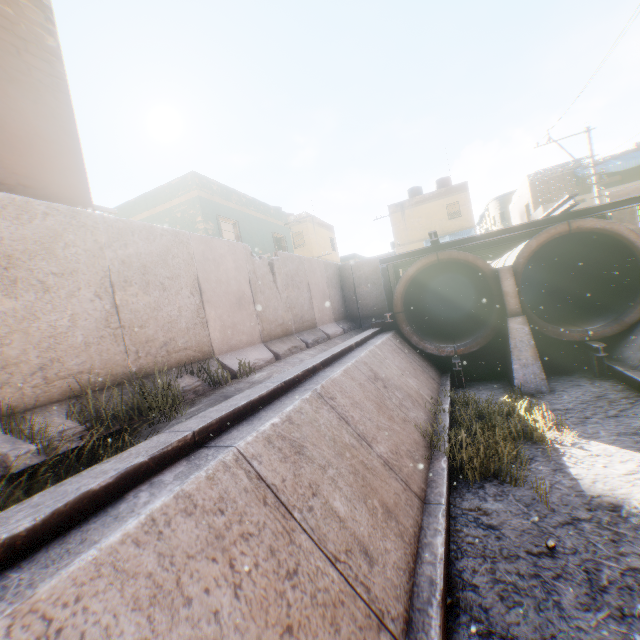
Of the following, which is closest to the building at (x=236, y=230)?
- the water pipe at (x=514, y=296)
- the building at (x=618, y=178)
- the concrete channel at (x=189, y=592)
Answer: the concrete channel at (x=189, y=592)

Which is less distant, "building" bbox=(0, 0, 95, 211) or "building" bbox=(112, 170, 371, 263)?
"building" bbox=(0, 0, 95, 211)

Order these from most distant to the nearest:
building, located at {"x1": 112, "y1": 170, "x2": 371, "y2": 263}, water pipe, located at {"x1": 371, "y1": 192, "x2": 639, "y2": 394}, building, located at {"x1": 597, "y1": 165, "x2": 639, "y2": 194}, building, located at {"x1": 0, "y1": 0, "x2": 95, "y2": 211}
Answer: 1. building, located at {"x1": 597, "y1": 165, "x2": 639, "y2": 194}
2. building, located at {"x1": 112, "y1": 170, "x2": 371, "y2": 263}
3. water pipe, located at {"x1": 371, "y1": 192, "x2": 639, "y2": 394}
4. building, located at {"x1": 0, "y1": 0, "x2": 95, "y2": 211}

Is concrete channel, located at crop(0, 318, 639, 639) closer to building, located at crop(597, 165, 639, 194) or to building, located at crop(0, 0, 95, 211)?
building, located at crop(0, 0, 95, 211)

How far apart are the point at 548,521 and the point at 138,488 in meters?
5.5 m

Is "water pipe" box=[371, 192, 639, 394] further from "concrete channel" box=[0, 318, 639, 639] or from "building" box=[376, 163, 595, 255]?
"building" box=[376, 163, 595, 255]
